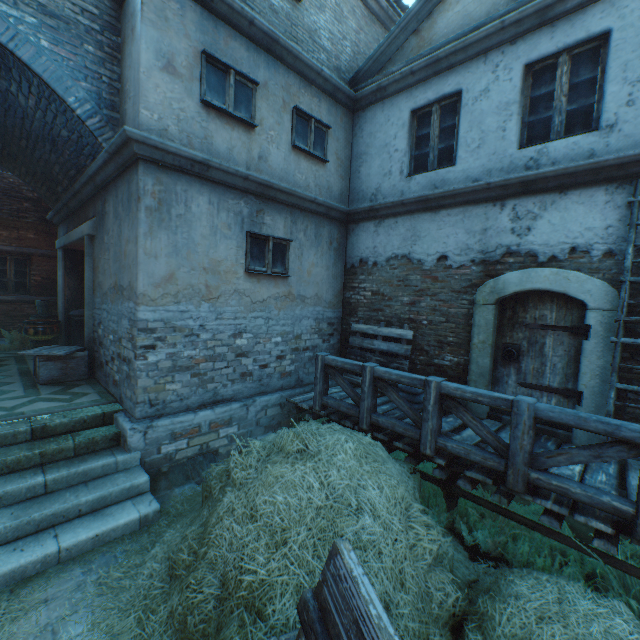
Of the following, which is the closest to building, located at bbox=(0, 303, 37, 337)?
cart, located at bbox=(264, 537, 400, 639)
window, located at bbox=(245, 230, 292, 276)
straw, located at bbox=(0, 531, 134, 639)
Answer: window, located at bbox=(245, 230, 292, 276)

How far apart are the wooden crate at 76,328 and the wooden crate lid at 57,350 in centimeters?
202cm

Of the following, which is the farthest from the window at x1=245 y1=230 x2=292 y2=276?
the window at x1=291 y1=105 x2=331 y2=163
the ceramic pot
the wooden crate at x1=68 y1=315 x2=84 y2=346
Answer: the ceramic pot

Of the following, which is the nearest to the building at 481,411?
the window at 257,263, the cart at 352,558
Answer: the window at 257,263

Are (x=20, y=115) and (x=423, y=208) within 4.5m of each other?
no

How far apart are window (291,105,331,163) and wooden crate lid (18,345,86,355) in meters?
5.8 m

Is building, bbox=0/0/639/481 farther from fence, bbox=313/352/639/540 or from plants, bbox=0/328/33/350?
fence, bbox=313/352/639/540

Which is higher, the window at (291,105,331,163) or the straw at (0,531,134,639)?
Result: the window at (291,105,331,163)
